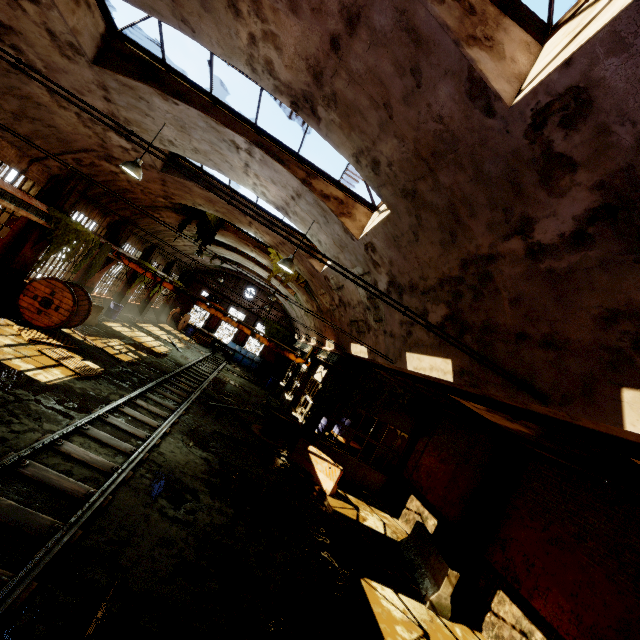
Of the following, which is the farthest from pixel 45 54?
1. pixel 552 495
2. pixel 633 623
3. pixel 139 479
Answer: Result: pixel 633 623

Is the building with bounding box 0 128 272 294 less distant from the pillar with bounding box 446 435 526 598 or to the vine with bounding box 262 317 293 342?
the vine with bounding box 262 317 293 342

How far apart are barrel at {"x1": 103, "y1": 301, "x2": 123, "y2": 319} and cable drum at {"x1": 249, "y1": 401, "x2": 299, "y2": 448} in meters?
11.8 m

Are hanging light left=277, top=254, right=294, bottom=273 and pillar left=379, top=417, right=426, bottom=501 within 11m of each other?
yes

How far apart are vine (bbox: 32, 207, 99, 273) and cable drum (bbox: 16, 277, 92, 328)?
0.38m

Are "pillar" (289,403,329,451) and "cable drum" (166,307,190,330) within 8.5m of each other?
no

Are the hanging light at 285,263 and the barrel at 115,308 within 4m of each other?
no

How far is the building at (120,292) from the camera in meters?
16.2 m
